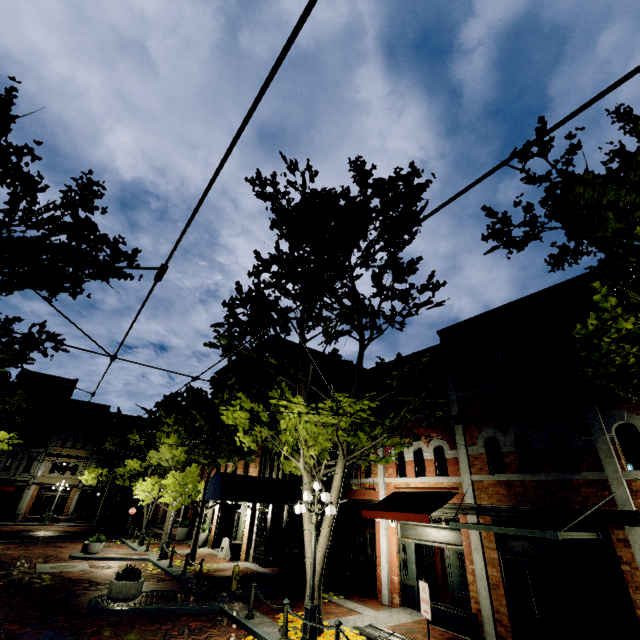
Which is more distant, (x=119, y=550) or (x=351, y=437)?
(x=119, y=550)

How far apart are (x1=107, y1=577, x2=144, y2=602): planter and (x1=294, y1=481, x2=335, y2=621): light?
6.1 meters

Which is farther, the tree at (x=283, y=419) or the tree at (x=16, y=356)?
the tree at (x=16, y=356)

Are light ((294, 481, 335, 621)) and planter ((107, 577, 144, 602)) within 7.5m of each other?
yes

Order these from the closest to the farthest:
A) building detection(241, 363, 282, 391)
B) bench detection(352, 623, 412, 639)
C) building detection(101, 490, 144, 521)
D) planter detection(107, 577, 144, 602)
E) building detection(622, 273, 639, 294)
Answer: bench detection(352, 623, 412, 639)
building detection(622, 273, 639, 294)
planter detection(107, 577, 144, 602)
building detection(241, 363, 282, 391)
building detection(101, 490, 144, 521)

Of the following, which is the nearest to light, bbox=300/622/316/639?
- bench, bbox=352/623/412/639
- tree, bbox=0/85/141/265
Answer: tree, bbox=0/85/141/265

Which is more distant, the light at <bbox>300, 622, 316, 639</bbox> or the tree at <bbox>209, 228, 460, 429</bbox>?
the tree at <bbox>209, 228, 460, 429</bbox>

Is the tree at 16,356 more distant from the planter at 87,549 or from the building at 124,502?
the planter at 87,549
